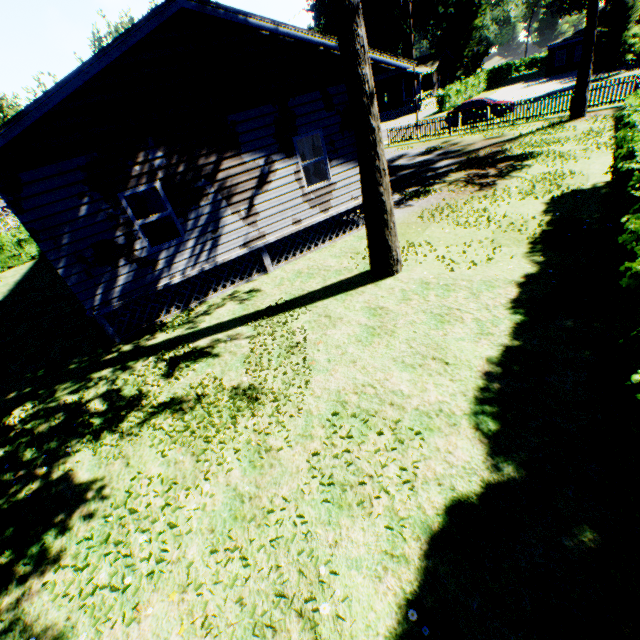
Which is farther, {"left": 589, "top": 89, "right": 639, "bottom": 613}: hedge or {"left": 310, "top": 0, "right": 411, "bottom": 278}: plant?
{"left": 310, "top": 0, "right": 411, "bottom": 278}: plant

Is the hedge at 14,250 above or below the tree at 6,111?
below

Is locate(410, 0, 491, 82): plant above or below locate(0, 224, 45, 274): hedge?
above

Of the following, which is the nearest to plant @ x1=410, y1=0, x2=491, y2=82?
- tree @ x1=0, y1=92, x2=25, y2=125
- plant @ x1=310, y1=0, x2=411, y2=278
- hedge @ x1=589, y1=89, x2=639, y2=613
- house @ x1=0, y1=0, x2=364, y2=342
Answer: house @ x1=0, y1=0, x2=364, y2=342

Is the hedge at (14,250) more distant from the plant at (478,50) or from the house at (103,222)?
the plant at (478,50)

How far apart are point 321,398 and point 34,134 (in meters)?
8.21

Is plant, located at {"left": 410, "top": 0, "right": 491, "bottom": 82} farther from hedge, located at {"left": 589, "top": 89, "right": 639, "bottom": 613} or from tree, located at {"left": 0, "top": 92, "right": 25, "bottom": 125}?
tree, located at {"left": 0, "top": 92, "right": 25, "bottom": 125}

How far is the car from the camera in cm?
2442
